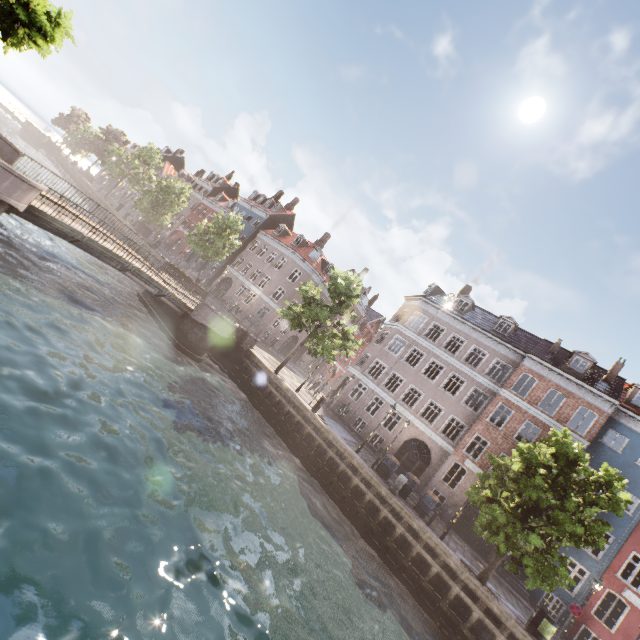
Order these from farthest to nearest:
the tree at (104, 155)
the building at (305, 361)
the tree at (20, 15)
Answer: the building at (305, 361), the tree at (104, 155), the tree at (20, 15)

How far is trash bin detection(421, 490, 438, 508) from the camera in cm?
1767

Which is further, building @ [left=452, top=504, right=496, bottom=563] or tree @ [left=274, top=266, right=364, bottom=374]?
tree @ [left=274, top=266, right=364, bottom=374]

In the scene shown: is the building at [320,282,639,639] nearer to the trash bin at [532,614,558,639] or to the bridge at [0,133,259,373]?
the trash bin at [532,614,558,639]

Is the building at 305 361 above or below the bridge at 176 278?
above

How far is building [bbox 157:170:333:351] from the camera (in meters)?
39.12

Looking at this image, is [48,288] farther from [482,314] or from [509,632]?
[482,314]

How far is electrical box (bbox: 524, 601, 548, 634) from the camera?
12.9 meters
